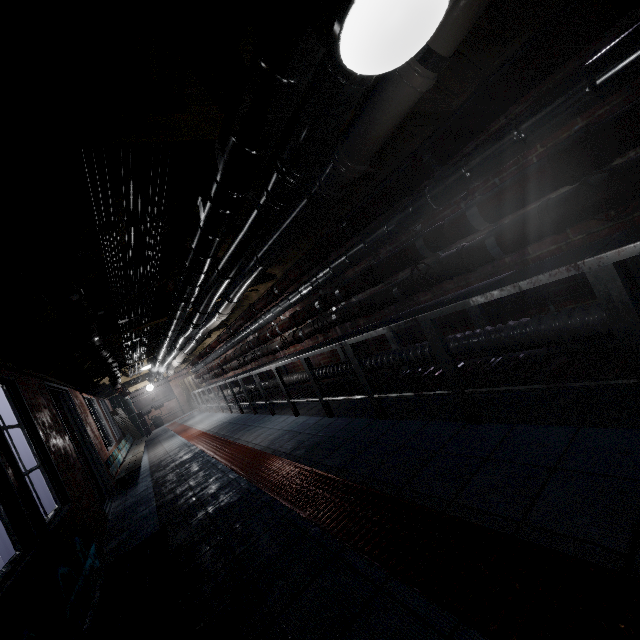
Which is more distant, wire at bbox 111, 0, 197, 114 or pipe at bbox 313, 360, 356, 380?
pipe at bbox 313, 360, 356, 380

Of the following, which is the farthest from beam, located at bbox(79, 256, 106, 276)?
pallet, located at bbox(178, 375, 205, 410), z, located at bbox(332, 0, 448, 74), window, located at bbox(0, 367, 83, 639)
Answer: pallet, located at bbox(178, 375, 205, 410)

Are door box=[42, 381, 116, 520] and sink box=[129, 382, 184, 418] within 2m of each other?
no

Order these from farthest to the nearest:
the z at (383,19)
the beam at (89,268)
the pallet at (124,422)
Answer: the pallet at (124,422), the beam at (89,268), the z at (383,19)

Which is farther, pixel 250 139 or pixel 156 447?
pixel 156 447

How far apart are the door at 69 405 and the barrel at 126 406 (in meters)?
8.17

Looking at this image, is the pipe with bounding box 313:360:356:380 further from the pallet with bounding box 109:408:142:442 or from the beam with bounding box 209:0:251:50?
the pallet with bounding box 109:408:142:442

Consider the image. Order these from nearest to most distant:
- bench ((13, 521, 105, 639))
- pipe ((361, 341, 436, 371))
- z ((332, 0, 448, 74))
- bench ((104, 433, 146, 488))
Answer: z ((332, 0, 448, 74)) → bench ((13, 521, 105, 639)) → pipe ((361, 341, 436, 371)) → bench ((104, 433, 146, 488))
